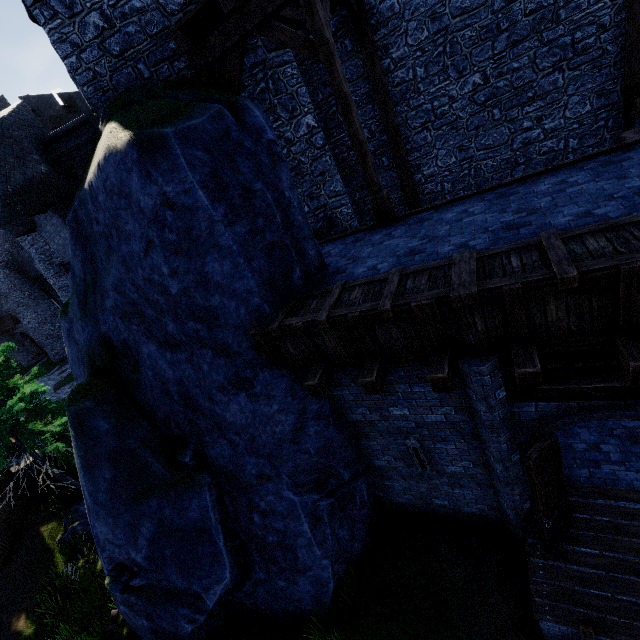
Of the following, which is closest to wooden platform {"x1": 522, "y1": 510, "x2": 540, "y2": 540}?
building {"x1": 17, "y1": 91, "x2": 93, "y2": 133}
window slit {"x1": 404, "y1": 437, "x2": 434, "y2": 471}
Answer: window slit {"x1": 404, "y1": 437, "x2": 434, "y2": 471}

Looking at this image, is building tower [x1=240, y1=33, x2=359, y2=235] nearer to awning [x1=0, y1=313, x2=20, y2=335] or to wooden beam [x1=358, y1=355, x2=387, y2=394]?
wooden beam [x1=358, y1=355, x2=387, y2=394]

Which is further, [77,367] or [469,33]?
[77,367]

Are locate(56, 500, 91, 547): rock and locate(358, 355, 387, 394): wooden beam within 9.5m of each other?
no

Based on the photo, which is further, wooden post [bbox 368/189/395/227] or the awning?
the awning

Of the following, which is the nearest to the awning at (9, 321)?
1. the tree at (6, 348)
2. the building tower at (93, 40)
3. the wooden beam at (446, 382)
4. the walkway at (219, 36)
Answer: the tree at (6, 348)

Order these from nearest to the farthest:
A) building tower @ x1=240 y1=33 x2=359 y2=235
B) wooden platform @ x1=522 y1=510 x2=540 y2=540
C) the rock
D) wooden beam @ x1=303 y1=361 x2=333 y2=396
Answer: wooden beam @ x1=303 y1=361 x2=333 y2=396 < wooden platform @ x1=522 y1=510 x2=540 y2=540 < building tower @ x1=240 y1=33 x2=359 y2=235 < the rock

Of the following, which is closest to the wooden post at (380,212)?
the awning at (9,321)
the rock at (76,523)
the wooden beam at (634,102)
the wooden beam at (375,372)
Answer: the wooden beam at (634,102)
